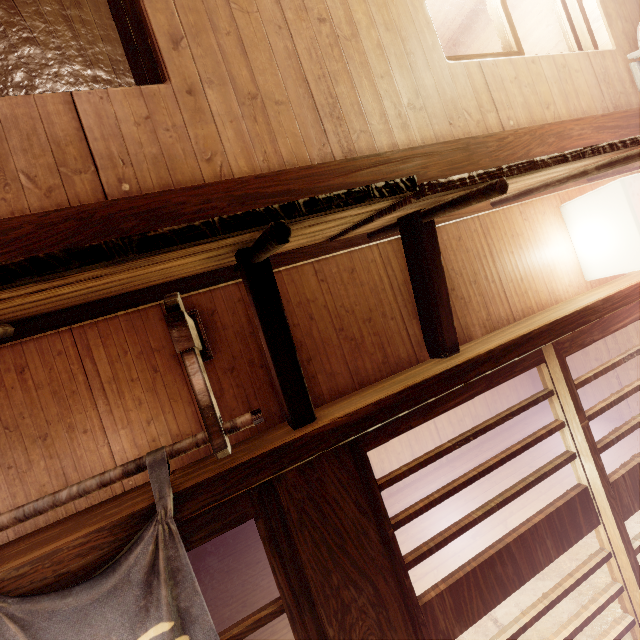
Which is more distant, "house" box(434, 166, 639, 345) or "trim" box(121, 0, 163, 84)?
"house" box(434, 166, 639, 345)

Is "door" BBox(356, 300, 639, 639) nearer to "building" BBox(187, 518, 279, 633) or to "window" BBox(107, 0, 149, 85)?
"building" BBox(187, 518, 279, 633)

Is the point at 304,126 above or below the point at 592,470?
above

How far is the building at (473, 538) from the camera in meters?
7.5

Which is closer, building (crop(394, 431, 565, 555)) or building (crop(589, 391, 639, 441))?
building (crop(394, 431, 565, 555))

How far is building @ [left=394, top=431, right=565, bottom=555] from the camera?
8.8m

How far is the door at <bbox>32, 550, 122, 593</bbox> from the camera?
2.49m

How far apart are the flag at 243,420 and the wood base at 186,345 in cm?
3
